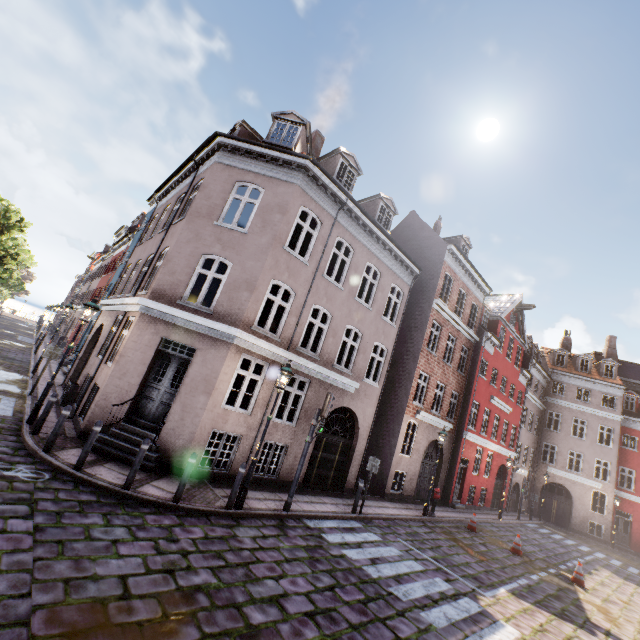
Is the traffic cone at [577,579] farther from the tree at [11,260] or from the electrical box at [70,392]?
the tree at [11,260]

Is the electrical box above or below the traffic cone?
above

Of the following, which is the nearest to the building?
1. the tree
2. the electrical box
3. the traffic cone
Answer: the electrical box

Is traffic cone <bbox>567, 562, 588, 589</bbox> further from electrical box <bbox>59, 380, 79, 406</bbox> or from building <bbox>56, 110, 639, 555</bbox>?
electrical box <bbox>59, 380, 79, 406</bbox>

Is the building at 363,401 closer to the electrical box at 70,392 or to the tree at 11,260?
the electrical box at 70,392

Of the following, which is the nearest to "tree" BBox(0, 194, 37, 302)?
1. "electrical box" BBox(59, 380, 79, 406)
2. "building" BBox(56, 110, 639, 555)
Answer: "building" BBox(56, 110, 639, 555)

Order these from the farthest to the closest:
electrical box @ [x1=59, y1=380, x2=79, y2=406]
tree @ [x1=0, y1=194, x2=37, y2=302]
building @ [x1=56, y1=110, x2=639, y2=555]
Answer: tree @ [x1=0, y1=194, x2=37, y2=302] → electrical box @ [x1=59, y1=380, x2=79, y2=406] → building @ [x1=56, y1=110, x2=639, y2=555]

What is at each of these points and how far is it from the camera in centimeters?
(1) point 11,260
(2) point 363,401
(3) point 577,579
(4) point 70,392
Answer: (1) tree, 2930cm
(2) building, 1412cm
(3) traffic cone, 1226cm
(4) electrical box, 1212cm
